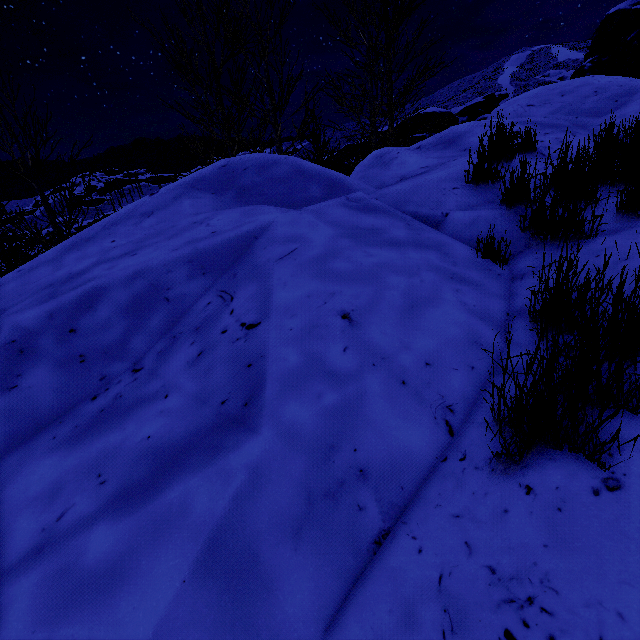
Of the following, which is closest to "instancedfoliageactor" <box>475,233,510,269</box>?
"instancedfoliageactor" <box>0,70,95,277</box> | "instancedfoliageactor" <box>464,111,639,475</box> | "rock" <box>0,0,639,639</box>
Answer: "rock" <box>0,0,639,639</box>

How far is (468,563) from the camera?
1.01m

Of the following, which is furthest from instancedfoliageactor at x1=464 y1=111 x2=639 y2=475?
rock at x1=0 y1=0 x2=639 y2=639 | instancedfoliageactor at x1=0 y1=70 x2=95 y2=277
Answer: instancedfoliageactor at x1=0 y1=70 x2=95 y2=277

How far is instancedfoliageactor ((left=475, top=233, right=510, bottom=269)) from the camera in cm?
231

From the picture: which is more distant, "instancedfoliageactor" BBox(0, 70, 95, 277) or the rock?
"instancedfoliageactor" BBox(0, 70, 95, 277)

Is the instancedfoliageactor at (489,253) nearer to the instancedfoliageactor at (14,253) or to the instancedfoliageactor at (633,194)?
the instancedfoliageactor at (14,253)

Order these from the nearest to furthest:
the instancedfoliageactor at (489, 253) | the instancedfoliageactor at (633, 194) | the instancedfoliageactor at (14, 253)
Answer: the instancedfoliageactor at (633, 194), the instancedfoliageactor at (489, 253), the instancedfoliageactor at (14, 253)

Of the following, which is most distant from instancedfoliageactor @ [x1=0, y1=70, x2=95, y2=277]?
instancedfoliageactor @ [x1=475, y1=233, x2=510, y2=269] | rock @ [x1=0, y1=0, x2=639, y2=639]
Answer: instancedfoliageactor @ [x1=475, y1=233, x2=510, y2=269]
